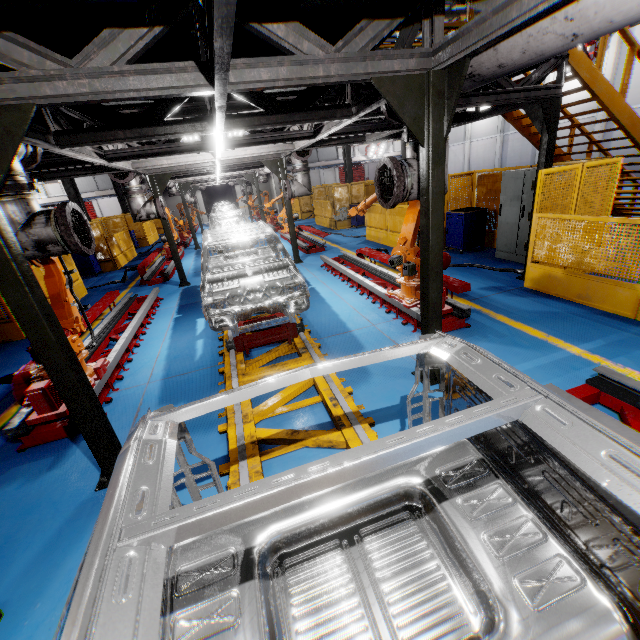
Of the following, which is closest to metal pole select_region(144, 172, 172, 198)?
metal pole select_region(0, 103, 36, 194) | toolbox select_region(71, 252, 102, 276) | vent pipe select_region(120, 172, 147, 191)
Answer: vent pipe select_region(120, 172, 147, 191)

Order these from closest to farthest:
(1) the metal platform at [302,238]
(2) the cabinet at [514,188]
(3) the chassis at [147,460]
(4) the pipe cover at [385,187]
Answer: (3) the chassis at [147,460]
(4) the pipe cover at [385,187]
(2) the cabinet at [514,188]
(1) the metal platform at [302,238]

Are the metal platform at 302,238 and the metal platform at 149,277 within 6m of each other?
yes

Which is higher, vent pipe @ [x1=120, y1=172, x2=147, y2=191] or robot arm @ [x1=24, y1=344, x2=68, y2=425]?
vent pipe @ [x1=120, y1=172, x2=147, y2=191]

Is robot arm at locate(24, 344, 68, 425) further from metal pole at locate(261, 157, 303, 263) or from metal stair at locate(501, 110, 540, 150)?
metal stair at locate(501, 110, 540, 150)

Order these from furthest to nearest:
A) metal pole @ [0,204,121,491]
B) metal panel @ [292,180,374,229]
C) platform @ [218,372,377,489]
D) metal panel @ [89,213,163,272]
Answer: metal panel @ [292,180,374,229]
metal panel @ [89,213,163,272]
platform @ [218,372,377,489]
metal pole @ [0,204,121,491]

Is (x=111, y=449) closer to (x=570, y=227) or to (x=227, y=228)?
(x=227, y=228)

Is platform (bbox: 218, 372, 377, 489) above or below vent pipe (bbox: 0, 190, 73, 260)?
below
